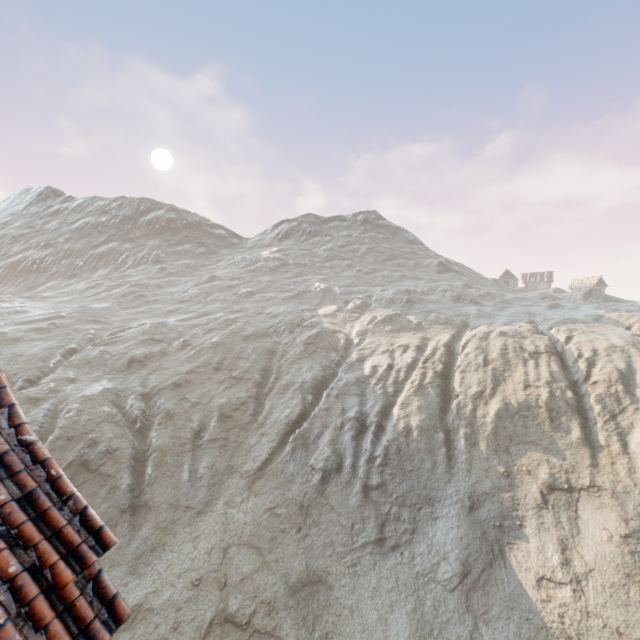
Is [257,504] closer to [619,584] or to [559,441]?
[619,584]
